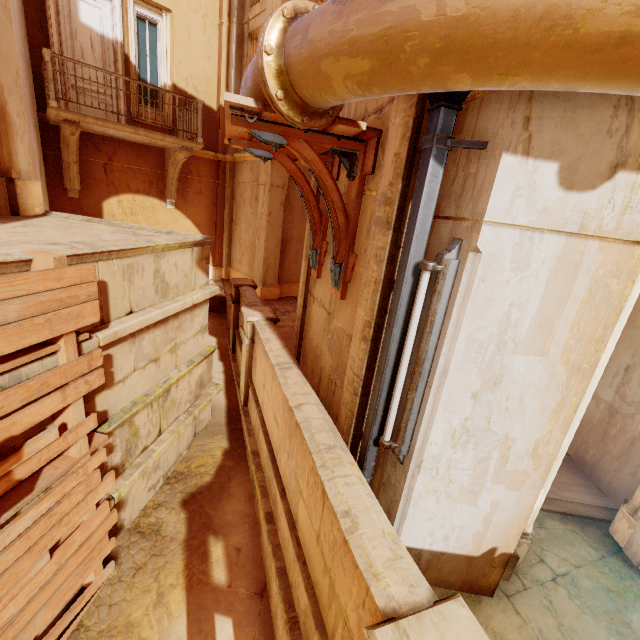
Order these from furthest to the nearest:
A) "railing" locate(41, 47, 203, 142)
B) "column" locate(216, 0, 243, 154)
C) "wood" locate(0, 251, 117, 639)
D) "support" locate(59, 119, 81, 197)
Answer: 1. "column" locate(216, 0, 243, 154)
2. "support" locate(59, 119, 81, 197)
3. "railing" locate(41, 47, 203, 142)
4. "wood" locate(0, 251, 117, 639)

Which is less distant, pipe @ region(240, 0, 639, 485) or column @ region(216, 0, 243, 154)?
pipe @ region(240, 0, 639, 485)

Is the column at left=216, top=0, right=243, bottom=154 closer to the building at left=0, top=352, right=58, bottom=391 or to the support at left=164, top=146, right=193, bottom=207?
the support at left=164, top=146, right=193, bottom=207

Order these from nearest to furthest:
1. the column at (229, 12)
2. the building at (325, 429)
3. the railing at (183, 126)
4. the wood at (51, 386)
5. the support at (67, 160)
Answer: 1. the building at (325, 429)
2. the wood at (51, 386)
3. the railing at (183, 126)
4. the support at (67, 160)
5. the column at (229, 12)

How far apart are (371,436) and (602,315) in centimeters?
181cm

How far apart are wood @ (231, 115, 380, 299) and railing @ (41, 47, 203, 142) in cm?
773

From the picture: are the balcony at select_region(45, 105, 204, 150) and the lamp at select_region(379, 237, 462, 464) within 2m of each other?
no

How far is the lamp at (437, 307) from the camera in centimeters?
214cm
